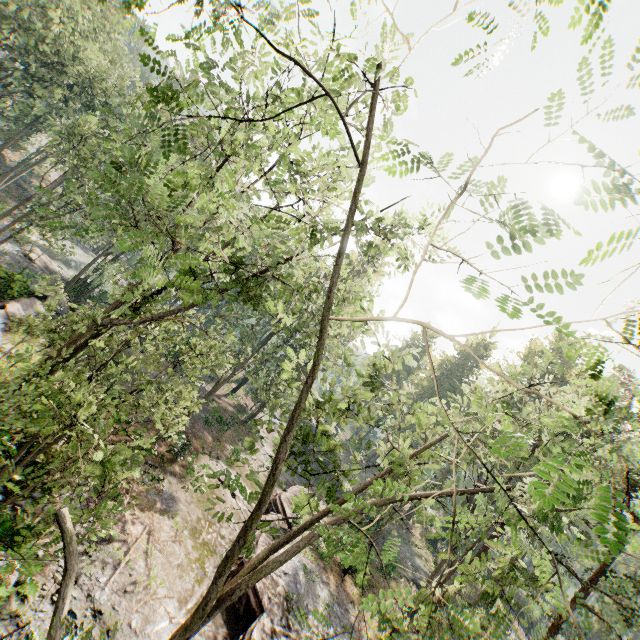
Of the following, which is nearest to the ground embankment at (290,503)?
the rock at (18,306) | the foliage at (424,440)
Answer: the foliage at (424,440)

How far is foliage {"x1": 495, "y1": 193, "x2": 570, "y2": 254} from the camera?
2.41m

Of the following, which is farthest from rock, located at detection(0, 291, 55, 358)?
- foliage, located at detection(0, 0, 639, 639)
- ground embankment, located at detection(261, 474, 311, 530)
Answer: ground embankment, located at detection(261, 474, 311, 530)

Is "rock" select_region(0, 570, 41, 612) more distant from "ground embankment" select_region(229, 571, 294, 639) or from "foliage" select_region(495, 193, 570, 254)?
"ground embankment" select_region(229, 571, 294, 639)

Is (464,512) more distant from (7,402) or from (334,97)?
(7,402)

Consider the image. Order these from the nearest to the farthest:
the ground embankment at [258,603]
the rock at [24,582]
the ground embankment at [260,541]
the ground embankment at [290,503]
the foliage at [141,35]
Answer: the foliage at [141,35], the rock at [24,582], the ground embankment at [258,603], the ground embankment at [260,541], the ground embankment at [290,503]

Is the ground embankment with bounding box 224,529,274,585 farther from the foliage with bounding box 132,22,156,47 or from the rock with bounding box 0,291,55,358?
the rock with bounding box 0,291,55,358
